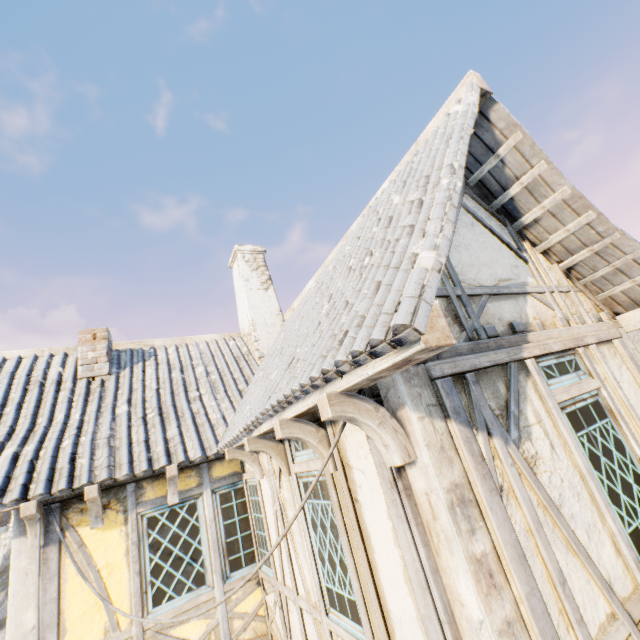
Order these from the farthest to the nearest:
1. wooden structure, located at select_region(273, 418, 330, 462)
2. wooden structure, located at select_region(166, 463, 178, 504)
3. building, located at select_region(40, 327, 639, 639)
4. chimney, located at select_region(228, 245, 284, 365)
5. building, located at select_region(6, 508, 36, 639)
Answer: chimney, located at select_region(228, 245, 284, 365) < wooden structure, located at select_region(166, 463, 178, 504) < building, located at select_region(6, 508, 36, 639) < wooden structure, located at select_region(273, 418, 330, 462) < building, located at select_region(40, 327, 639, 639)

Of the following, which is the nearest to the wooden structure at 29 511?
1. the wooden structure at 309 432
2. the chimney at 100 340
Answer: the chimney at 100 340

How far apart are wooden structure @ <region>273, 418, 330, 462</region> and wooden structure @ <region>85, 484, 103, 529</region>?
3.3 meters

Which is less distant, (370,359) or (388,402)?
(370,359)

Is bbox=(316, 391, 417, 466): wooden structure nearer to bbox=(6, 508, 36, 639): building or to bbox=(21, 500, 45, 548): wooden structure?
bbox=(6, 508, 36, 639): building

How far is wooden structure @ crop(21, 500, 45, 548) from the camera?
4.03m

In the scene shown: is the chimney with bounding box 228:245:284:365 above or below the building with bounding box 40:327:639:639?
above

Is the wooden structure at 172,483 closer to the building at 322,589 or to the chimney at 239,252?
the building at 322,589
